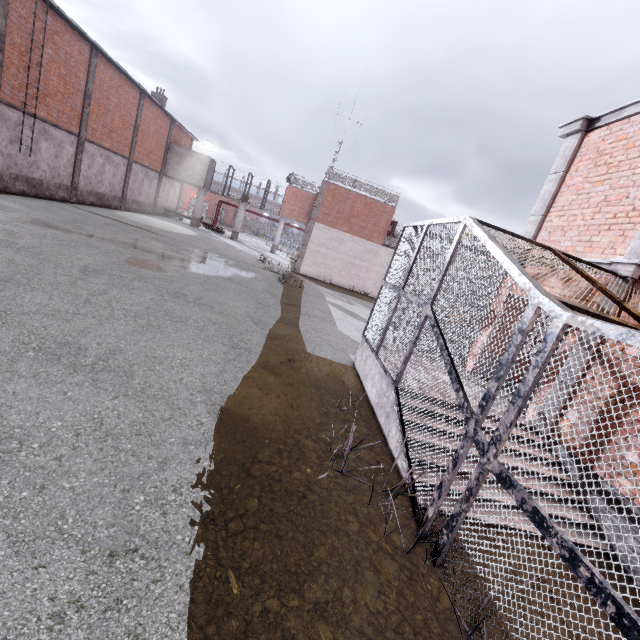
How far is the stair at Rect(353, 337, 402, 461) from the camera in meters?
5.1 m

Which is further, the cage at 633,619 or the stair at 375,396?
the stair at 375,396

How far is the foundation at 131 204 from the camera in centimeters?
2725cm

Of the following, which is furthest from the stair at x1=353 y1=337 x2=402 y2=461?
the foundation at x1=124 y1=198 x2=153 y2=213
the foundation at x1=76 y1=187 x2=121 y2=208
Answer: the foundation at x1=124 y1=198 x2=153 y2=213

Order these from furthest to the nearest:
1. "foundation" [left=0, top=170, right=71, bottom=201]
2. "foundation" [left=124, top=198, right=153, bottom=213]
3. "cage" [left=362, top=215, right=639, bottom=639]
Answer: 1. "foundation" [left=124, top=198, right=153, bottom=213]
2. "foundation" [left=0, top=170, right=71, bottom=201]
3. "cage" [left=362, top=215, right=639, bottom=639]

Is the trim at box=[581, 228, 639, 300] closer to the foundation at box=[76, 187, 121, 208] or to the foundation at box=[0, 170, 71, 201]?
the foundation at box=[0, 170, 71, 201]

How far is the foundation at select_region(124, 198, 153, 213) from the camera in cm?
2725

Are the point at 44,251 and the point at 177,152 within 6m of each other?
no
